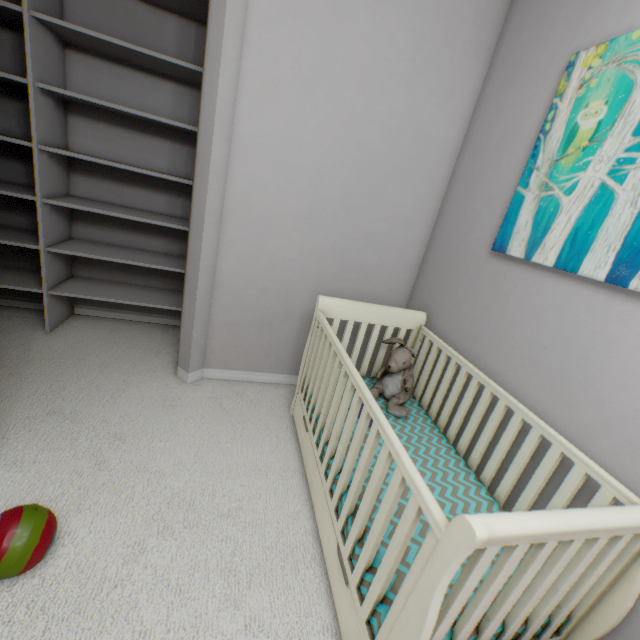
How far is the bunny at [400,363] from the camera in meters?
1.7 m

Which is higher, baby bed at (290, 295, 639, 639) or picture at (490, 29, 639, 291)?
picture at (490, 29, 639, 291)

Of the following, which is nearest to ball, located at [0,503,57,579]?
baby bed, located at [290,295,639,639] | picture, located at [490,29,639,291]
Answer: baby bed, located at [290,295,639,639]

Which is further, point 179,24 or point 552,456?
point 179,24

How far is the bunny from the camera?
1.66m

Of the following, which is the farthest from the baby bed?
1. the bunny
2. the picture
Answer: the picture

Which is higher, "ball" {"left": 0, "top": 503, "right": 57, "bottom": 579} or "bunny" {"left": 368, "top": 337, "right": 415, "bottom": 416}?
"bunny" {"left": 368, "top": 337, "right": 415, "bottom": 416}

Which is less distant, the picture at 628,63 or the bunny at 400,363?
the picture at 628,63
